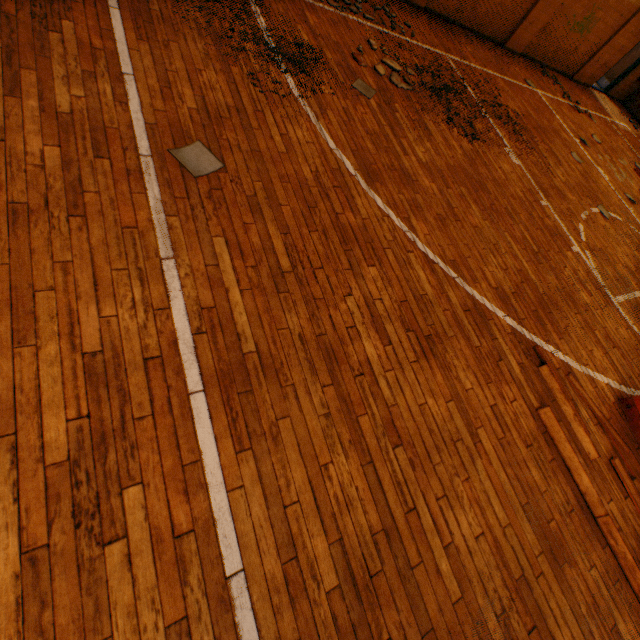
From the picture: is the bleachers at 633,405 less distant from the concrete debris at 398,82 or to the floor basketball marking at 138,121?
the floor basketball marking at 138,121

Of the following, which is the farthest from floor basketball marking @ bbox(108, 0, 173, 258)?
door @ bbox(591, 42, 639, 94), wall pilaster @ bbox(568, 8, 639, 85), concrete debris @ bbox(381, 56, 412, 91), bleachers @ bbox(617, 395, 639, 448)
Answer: door @ bbox(591, 42, 639, 94)

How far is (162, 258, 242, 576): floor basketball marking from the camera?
1.7m

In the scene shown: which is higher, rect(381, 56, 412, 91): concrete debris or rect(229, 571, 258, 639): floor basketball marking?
rect(381, 56, 412, 91): concrete debris

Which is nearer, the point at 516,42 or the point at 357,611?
the point at 357,611

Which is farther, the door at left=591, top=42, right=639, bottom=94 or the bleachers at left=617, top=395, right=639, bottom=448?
→ the door at left=591, top=42, right=639, bottom=94

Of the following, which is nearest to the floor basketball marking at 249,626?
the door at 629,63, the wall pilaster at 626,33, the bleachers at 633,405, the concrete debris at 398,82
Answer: the bleachers at 633,405

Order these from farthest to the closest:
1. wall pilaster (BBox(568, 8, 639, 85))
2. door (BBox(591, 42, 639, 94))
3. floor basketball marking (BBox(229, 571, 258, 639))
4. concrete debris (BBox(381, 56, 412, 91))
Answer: door (BBox(591, 42, 639, 94)) < wall pilaster (BBox(568, 8, 639, 85)) < concrete debris (BBox(381, 56, 412, 91)) < floor basketball marking (BBox(229, 571, 258, 639))
